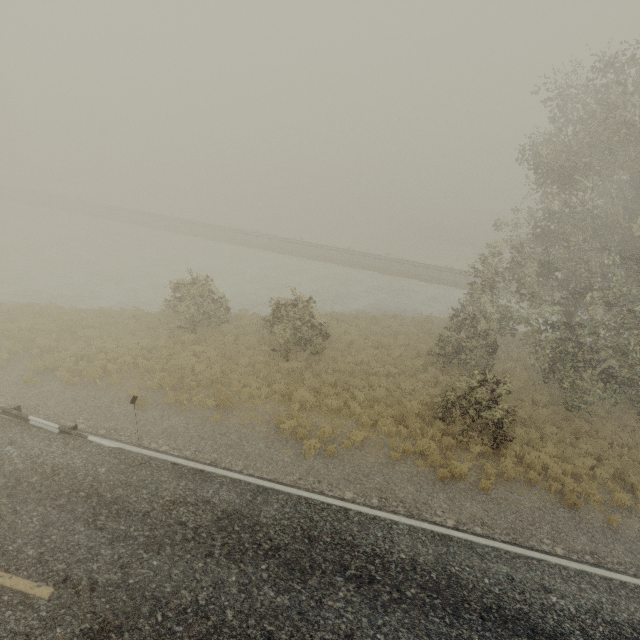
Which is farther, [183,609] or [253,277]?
[253,277]
